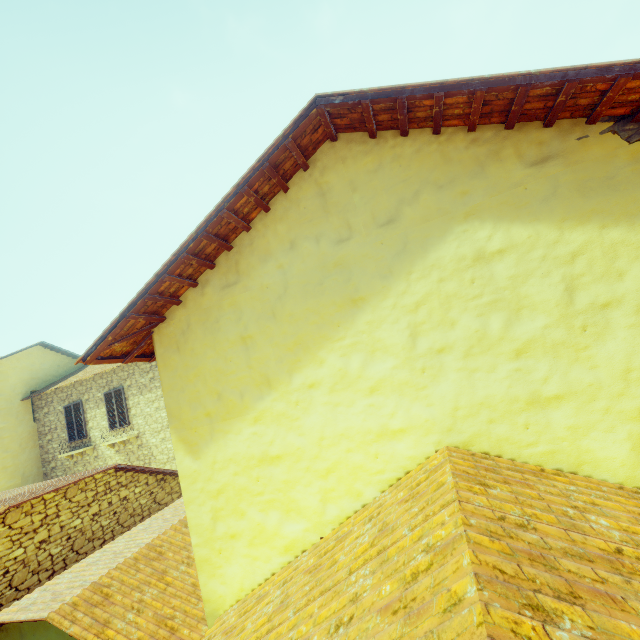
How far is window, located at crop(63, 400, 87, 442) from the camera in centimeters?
1416cm

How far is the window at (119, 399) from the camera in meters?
13.5 m

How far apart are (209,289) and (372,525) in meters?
2.8 m

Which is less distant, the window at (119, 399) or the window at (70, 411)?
the window at (119, 399)

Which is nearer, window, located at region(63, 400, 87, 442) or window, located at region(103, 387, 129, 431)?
window, located at region(103, 387, 129, 431)
